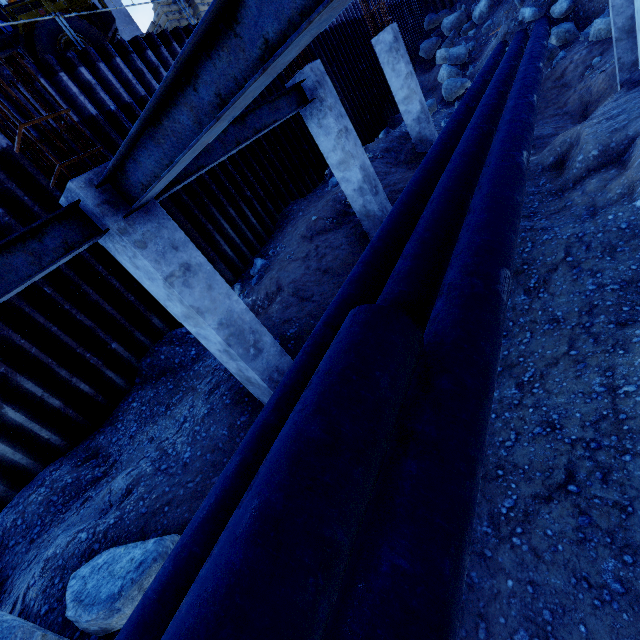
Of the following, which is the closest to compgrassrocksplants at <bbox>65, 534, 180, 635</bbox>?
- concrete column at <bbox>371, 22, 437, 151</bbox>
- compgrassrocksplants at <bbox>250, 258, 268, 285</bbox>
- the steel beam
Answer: the steel beam

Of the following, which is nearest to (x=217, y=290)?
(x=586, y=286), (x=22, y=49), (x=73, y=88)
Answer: (x=586, y=286)

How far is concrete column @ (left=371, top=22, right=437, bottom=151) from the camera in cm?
927

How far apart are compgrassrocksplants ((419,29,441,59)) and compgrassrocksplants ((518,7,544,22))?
5.7 meters

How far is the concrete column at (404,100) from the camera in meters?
9.3 m

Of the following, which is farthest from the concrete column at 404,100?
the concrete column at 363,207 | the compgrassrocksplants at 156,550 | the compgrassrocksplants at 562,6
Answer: the compgrassrocksplants at 156,550

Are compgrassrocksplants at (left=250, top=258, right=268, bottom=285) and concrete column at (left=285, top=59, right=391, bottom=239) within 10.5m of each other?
yes

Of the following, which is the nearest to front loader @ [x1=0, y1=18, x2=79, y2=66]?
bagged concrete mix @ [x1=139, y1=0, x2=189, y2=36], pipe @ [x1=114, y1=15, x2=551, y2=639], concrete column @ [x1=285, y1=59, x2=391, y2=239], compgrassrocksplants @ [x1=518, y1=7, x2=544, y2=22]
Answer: bagged concrete mix @ [x1=139, y1=0, x2=189, y2=36]
